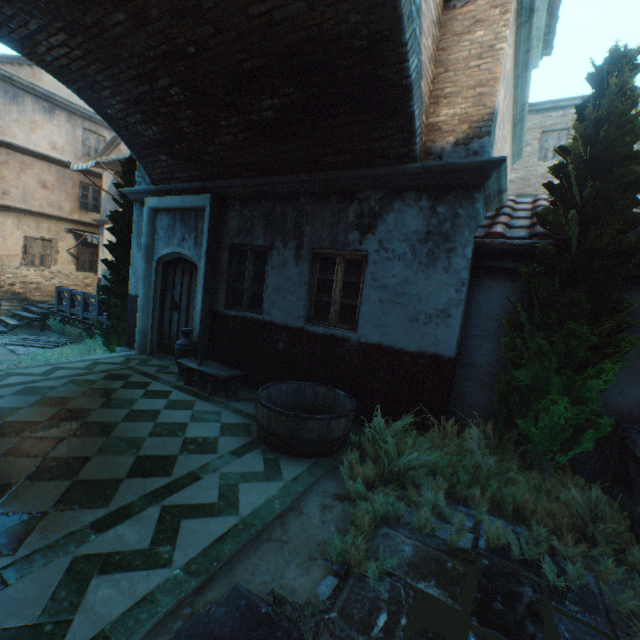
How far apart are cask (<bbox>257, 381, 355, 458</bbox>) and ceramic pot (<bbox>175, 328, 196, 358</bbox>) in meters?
2.4 m

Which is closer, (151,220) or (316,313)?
(316,313)

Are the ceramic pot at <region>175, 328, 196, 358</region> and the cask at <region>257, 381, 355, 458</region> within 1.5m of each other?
no

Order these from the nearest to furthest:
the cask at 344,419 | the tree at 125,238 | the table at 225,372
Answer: the cask at 344,419
the table at 225,372
the tree at 125,238

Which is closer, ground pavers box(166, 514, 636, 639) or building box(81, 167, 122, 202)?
ground pavers box(166, 514, 636, 639)

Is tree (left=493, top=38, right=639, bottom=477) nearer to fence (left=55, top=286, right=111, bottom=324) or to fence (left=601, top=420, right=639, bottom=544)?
fence (left=601, top=420, right=639, bottom=544)

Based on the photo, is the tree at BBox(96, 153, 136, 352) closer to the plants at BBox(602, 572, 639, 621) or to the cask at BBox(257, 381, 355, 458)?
the cask at BBox(257, 381, 355, 458)

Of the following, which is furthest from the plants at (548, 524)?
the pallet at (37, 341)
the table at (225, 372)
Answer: the pallet at (37, 341)
